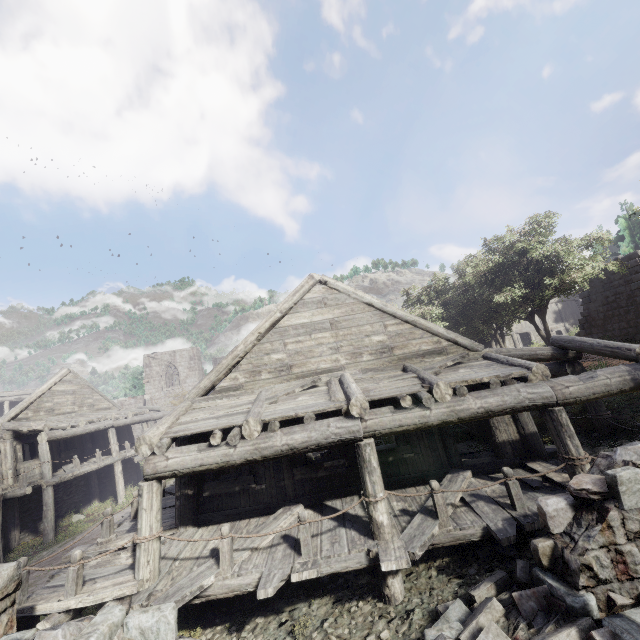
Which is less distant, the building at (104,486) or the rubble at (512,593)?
the rubble at (512,593)

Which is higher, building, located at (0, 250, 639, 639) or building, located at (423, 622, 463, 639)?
building, located at (0, 250, 639, 639)

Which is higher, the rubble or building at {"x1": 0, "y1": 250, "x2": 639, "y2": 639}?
building at {"x1": 0, "y1": 250, "x2": 639, "y2": 639}

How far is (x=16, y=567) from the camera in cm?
471

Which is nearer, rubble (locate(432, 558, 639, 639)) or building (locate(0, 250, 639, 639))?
rubble (locate(432, 558, 639, 639))
